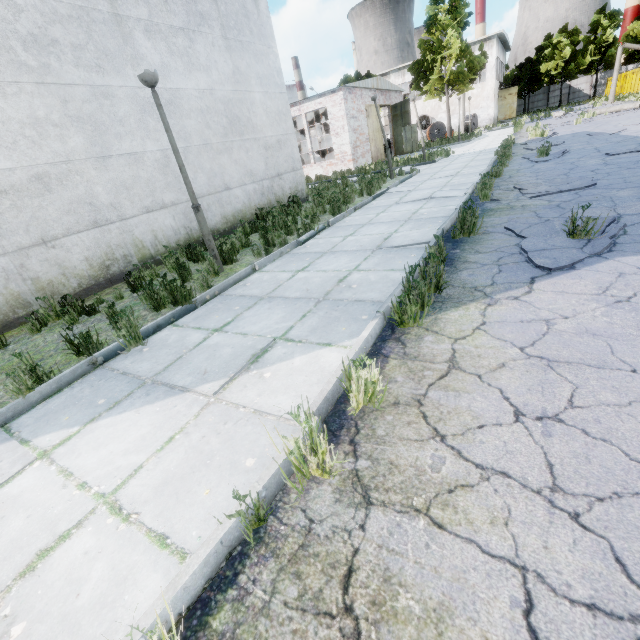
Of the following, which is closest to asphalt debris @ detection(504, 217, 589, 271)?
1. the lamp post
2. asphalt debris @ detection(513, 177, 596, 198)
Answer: asphalt debris @ detection(513, 177, 596, 198)

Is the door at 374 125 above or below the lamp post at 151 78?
below

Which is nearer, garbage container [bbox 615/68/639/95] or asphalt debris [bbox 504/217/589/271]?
asphalt debris [bbox 504/217/589/271]

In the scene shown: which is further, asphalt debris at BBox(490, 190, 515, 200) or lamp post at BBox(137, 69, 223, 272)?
asphalt debris at BBox(490, 190, 515, 200)

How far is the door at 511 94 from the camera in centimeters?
4656cm

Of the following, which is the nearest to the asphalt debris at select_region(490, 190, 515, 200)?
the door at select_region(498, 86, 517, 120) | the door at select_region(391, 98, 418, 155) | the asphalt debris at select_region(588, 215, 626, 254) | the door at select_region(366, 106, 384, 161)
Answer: the asphalt debris at select_region(588, 215, 626, 254)

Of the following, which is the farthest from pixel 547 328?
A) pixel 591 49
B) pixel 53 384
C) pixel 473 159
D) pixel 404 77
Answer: pixel 591 49

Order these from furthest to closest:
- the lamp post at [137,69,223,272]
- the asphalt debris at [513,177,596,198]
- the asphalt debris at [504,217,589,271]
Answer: the asphalt debris at [513,177,596,198], the lamp post at [137,69,223,272], the asphalt debris at [504,217,589,271]
